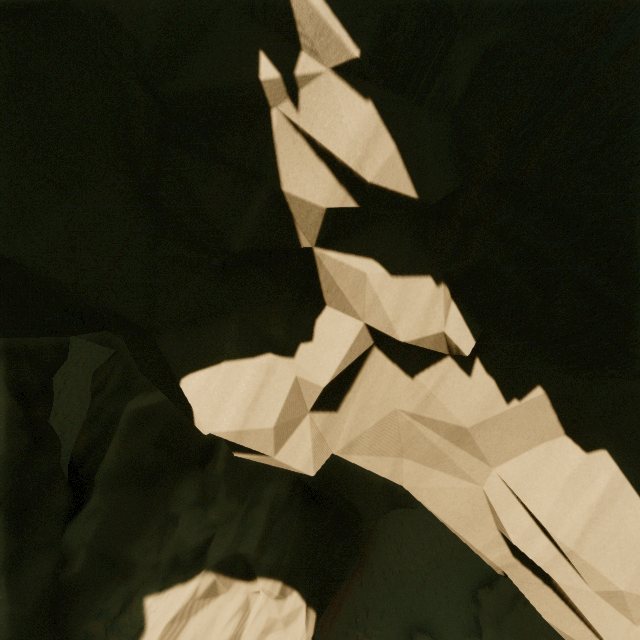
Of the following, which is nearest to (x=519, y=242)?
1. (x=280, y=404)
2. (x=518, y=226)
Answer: (x=518, y=226)
